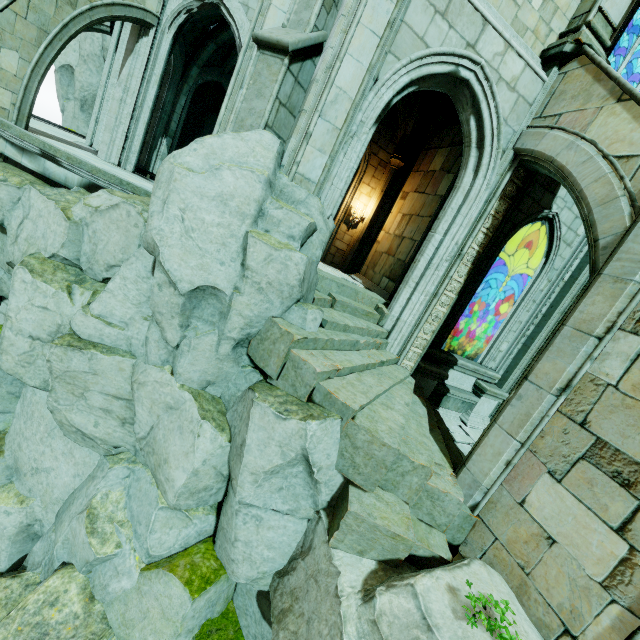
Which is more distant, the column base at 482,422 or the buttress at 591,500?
the column base at 482,422

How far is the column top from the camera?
6.0m

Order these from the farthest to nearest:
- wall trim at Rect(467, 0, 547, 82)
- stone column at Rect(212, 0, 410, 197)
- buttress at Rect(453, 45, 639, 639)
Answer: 1. wall trim at Rect(467, 0, 547, 82)
2. stone column at Rect(212, 0, 410, 197)
3. buttress at Rect(453, 45, 639, 639)

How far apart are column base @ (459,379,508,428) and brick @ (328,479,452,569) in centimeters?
470cm

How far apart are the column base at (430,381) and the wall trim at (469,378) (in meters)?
0.02

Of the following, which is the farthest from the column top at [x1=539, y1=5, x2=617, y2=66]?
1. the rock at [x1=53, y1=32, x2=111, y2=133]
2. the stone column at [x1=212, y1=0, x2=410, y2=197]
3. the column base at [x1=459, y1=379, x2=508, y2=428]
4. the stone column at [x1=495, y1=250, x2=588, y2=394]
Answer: the rock at [x1=53, y1=32, x2=111, y2=133]

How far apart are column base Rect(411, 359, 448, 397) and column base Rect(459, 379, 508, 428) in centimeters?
118cm

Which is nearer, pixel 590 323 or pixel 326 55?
pixel 590 323
